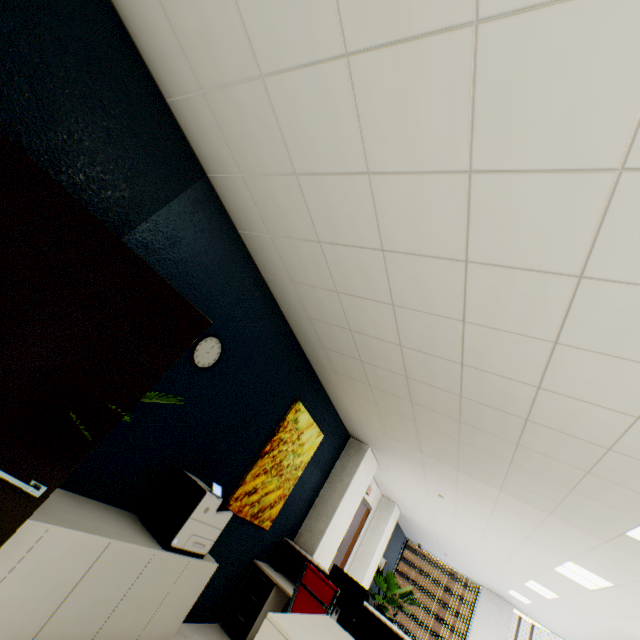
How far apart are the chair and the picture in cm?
83

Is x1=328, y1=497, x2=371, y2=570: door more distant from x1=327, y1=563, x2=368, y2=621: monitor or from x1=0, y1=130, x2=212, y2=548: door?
x1=0, y1=130, x2=212, y2=548: door

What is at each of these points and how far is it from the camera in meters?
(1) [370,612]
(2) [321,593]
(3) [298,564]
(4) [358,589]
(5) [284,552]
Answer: (1) reception desk, 4.2 m
(2) chair, 3.2 m
(3) reception desk, 4.8 m
(4) monitor, 4.1 m
(5) computer base unit, 4.6 m

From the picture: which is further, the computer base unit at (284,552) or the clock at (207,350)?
the computer base unit at (284,552)

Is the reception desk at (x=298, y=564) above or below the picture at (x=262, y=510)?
below

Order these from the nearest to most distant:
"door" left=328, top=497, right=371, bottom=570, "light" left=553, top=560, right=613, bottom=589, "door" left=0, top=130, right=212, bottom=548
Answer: "door" left=0, top=130, right=212, bottom=548 → "light" left=553, top=560, right=613, bottom=589 → "door" left=328, top=497, right=371, bottom=570

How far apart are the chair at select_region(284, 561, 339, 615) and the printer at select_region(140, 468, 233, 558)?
1.23m

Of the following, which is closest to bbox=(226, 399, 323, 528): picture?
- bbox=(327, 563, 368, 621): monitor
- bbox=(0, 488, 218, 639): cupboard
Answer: bbox=(0, 488, 218, 639): cupboard
